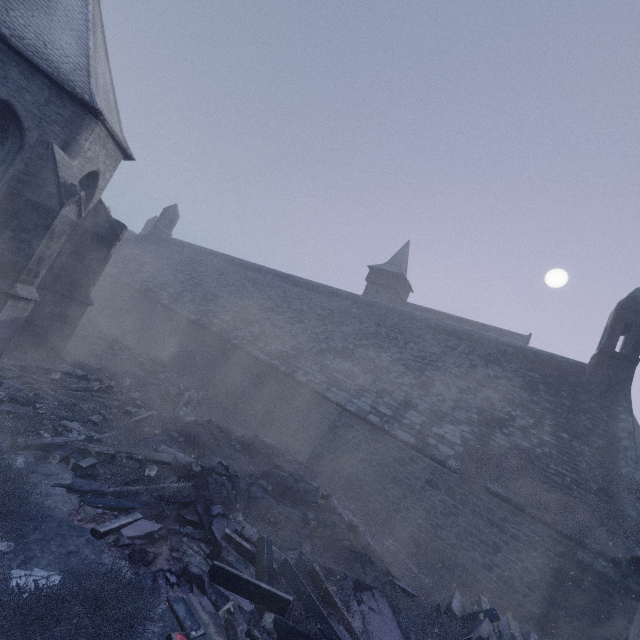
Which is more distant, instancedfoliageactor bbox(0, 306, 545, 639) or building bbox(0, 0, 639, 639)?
building bbox(0, 0, 639, 639)

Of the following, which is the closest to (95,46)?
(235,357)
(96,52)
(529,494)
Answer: (96,52)

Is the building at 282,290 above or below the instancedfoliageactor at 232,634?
above

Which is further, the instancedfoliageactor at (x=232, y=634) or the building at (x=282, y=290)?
the building at (x=282, y=290)

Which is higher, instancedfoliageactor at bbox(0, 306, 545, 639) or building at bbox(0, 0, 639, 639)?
building at bbox(0, 0, 639, 639)
